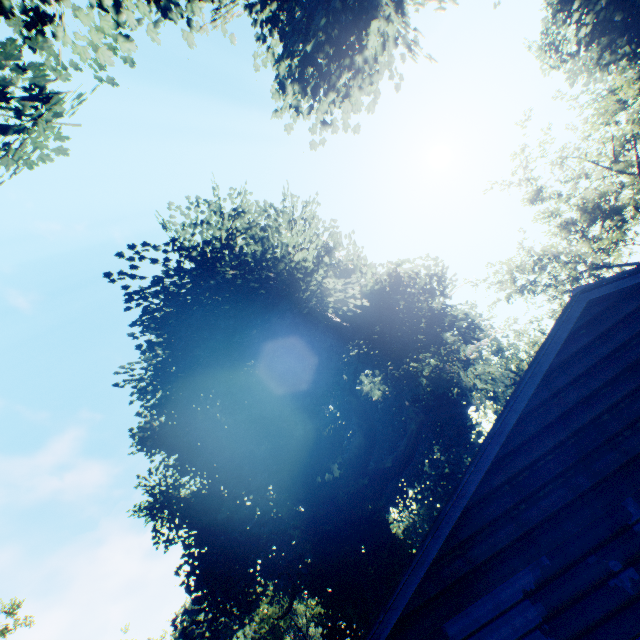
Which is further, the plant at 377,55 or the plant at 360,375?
the plant at 360,375

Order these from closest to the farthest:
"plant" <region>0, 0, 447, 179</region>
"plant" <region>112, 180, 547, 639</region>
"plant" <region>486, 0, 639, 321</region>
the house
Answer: the house → "plant" <region>0, 0, 447, 179</region> → "plant" <region>112, 180, 547, 639</region> → "plant" <region>486, 0, 639, 321</region>

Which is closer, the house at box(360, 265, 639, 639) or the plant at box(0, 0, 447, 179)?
the house at box(360, 265, 639, 639)

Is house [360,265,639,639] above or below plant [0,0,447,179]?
below

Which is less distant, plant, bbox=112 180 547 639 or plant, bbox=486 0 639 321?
plant, bbox=112 180 547 639

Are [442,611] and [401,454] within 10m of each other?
no

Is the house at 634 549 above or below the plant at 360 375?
below
